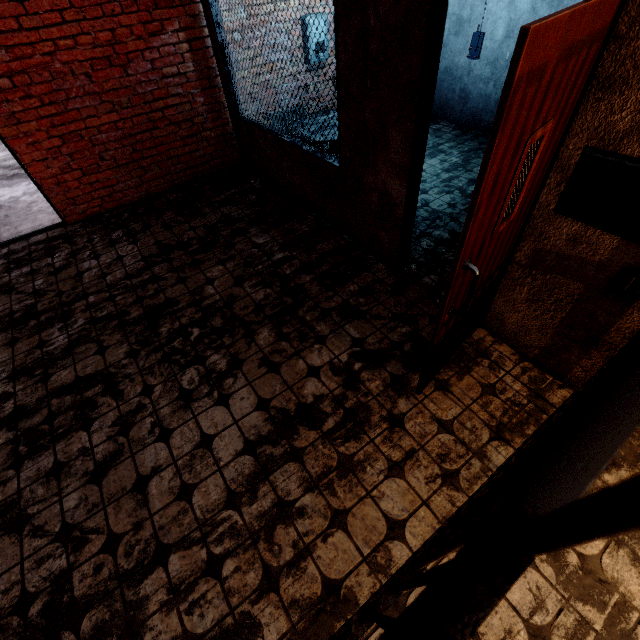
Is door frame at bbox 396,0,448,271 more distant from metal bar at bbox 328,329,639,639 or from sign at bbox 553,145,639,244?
metal bar at bbox 328,329,639,639

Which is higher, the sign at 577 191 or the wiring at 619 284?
the sign at 577 191

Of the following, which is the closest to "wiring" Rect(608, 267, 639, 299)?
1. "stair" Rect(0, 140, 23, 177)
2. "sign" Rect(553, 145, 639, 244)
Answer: "sign" Rect(553, 145, 639, 244)

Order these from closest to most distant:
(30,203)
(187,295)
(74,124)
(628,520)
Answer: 1. (628,520)
2. (187,295)
3. (74,124)
4. (30,203)

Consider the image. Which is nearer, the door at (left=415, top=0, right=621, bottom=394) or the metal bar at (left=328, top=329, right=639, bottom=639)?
the metal bar at (left=328, top=329, right=639, bottom=639)

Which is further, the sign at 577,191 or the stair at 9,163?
the stair at 9,163

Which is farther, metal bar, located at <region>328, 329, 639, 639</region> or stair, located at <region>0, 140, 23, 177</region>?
stair, located at <region>0, 140, 23, 177</region>

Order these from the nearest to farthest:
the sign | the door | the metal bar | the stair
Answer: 1. the metal bar
2. the door
3. the sign
4. the stair
